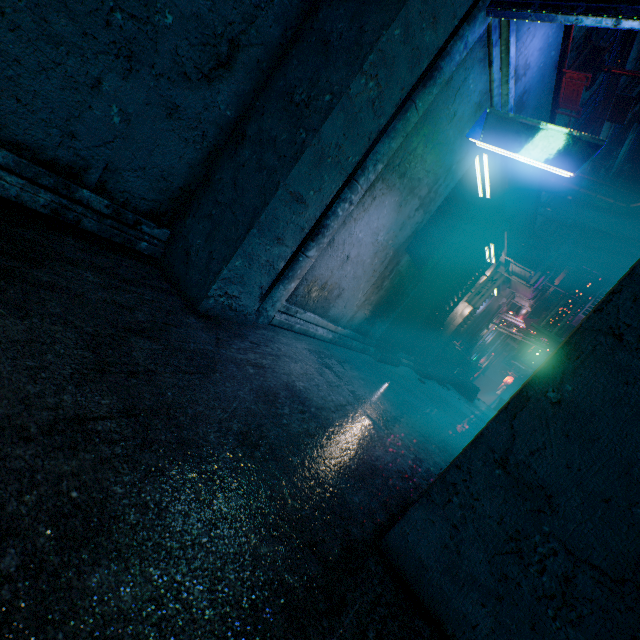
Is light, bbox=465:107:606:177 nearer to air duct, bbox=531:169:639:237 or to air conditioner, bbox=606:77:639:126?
air duct, bbox=531:169:639:237

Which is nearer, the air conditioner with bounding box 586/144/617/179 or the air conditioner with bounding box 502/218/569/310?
the air conditioner with bounding box 502/218/569/310

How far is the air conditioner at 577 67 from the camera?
6.2m

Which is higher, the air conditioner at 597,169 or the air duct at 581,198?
the air conditioner at 597,169

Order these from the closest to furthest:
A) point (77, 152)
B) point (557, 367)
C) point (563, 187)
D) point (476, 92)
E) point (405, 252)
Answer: point (557, 367) < point (77, 152) < point (476, 92) < point (405, 252) < point (563, 187)

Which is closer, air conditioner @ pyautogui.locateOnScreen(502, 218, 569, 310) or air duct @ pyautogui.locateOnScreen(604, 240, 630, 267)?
air conditioner @ pyautogui.locateOnScreen(502, 218, 569, 310)

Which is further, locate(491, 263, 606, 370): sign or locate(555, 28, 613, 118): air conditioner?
locate(491, 263, 606, 370): sign

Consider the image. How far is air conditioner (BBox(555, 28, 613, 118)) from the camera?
6.2 meters
